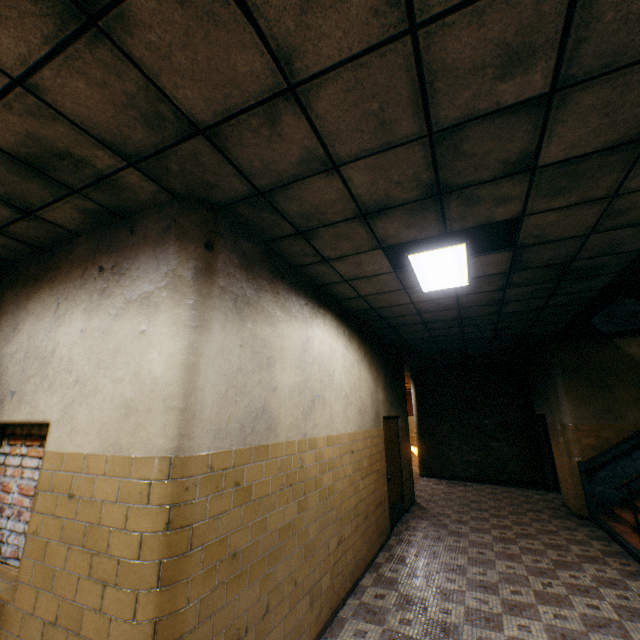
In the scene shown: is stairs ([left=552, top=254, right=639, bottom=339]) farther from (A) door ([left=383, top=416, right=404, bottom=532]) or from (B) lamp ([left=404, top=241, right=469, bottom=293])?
(A) door ([left=383, top=416, right=404, bottom=532])

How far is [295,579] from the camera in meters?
3.1

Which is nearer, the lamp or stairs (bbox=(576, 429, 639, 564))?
the lamp

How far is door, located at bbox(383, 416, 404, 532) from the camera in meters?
6.7

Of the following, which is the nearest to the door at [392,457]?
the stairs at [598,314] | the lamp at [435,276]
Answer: the lamp at [435,276]

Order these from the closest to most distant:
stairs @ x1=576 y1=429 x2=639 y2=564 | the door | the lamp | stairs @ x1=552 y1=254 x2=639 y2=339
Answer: the lamp, stairs @ x1=552 y1=254 x2=639 y2=339, stairs @ x1=576 y1=429 x2=639 y2=564, the door
